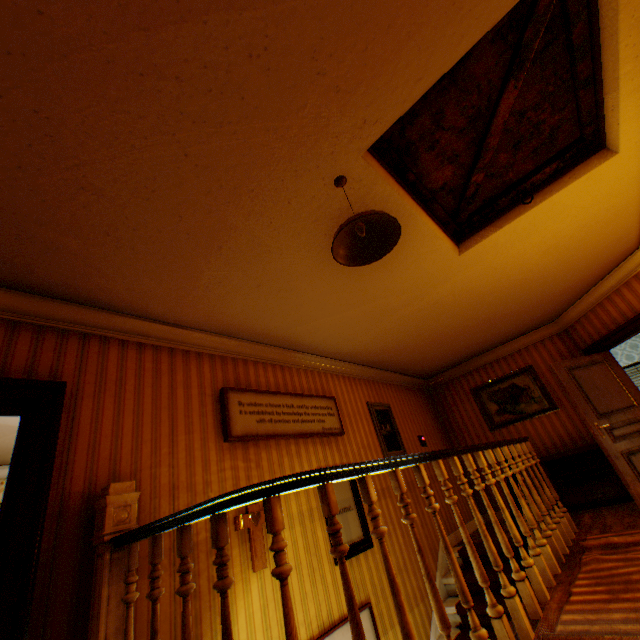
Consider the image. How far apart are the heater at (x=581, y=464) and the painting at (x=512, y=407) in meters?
0.8 m

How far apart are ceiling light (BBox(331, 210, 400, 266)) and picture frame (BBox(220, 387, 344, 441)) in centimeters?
217cm

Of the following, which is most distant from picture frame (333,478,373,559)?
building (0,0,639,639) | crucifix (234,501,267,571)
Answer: crucifix (234,501,267,571)

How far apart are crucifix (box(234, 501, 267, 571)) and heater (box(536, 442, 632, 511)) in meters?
5.3 m

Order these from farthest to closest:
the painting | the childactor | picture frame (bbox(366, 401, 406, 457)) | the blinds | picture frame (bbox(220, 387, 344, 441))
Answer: the blinds → the painting → picture frame (bbox(366, 401, 406, 457)) → the childactor → picture frame (bbox(220, 387, 344, 441))

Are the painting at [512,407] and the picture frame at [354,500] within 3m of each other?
no

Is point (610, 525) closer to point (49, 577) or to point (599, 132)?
point (599, 132)

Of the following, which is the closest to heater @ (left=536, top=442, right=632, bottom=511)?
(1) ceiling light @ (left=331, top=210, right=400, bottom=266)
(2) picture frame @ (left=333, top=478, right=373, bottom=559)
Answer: (2) picture frame @ (left=333, top=478, right=373, bottom=559)
